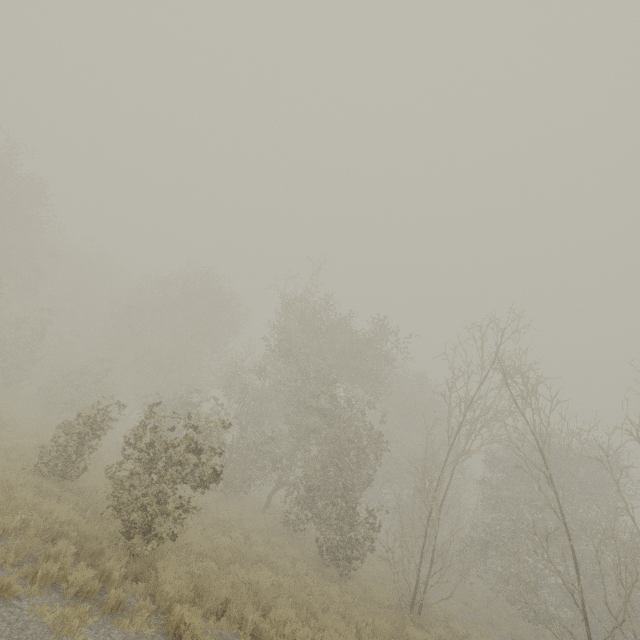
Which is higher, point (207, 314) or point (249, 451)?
point (207, 314)
